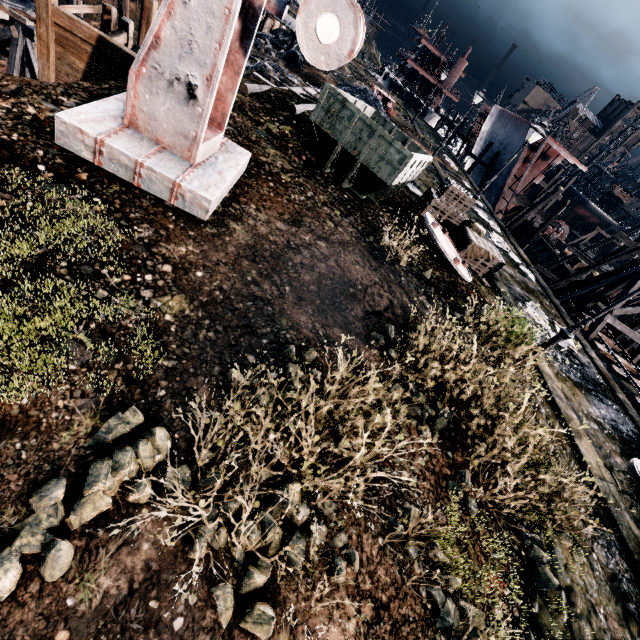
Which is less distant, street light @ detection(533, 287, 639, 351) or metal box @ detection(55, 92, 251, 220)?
metal box @ detection(55, 92, 251, 220)

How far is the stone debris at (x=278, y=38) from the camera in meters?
29.8 m

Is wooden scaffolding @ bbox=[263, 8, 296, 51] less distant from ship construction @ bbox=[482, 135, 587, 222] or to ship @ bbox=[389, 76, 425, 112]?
ship construction @ bbox=[482, 135, 587, 222]

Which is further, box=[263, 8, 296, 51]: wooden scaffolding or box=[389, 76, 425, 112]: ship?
box=[389, 76, 425, 112]: ship

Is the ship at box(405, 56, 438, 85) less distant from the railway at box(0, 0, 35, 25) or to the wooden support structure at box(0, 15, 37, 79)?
the railway at box(0, 0, 35, 25)

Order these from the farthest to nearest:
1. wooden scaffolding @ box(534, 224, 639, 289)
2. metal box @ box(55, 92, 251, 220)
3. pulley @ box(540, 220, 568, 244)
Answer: pulley @ box(540, 220, 568, 244) < wooden scaffolding @ box(534, 224, 639, 289) < metal box @ box(55, 92, 251, 220)

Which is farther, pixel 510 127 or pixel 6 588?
pixel 510 127

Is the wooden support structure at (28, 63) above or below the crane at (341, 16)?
below
